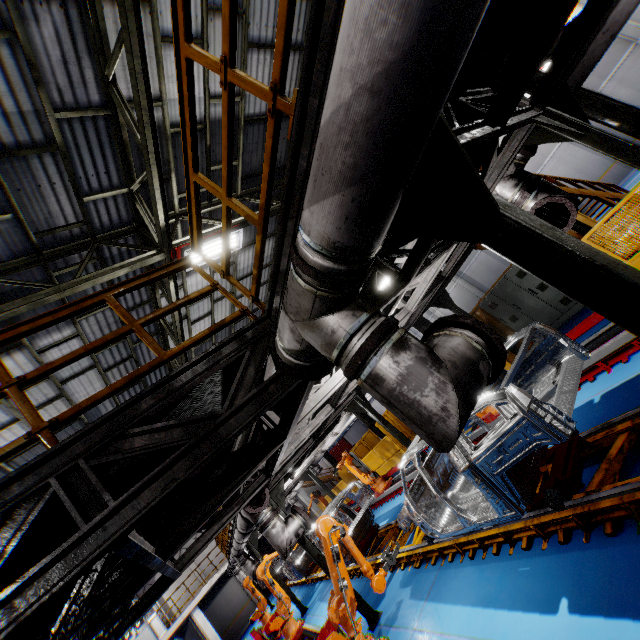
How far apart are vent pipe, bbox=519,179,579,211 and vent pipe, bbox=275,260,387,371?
3.14m

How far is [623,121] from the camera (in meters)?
6.80

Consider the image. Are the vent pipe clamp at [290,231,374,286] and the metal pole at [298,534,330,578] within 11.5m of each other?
yes

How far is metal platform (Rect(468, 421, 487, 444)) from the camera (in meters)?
8.24

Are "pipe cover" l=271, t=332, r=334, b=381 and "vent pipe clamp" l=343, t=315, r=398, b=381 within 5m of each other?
yes

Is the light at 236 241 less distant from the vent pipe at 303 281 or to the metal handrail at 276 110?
the metal handrail at 276 110

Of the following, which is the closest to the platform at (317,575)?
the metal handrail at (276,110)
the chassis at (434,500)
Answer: the chassis at (434,500)

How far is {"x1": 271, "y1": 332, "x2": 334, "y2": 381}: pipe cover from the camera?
2.60m
